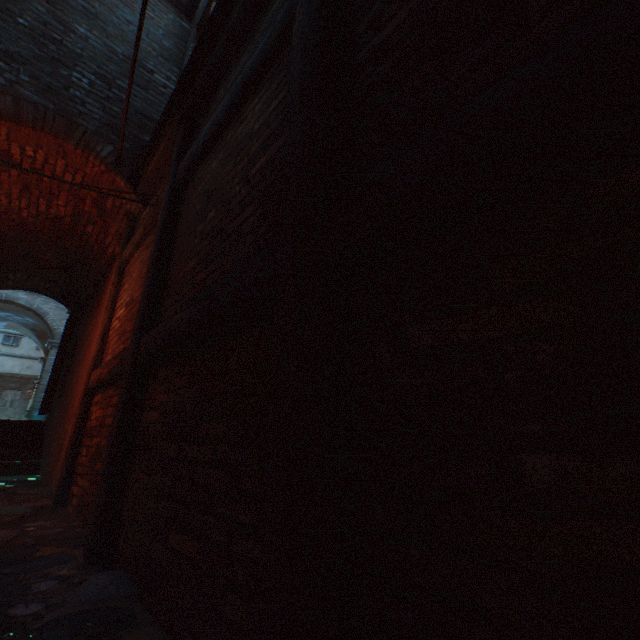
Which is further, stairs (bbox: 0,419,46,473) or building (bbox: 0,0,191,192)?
stairs (bbox: 0,419,46,473)

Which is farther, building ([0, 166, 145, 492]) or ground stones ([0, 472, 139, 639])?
building ([0, 166, 145, 492])

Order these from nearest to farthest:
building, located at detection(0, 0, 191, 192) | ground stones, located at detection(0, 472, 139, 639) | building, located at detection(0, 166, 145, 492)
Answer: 1. ground stones, located at detection(0, 472, 139, 639)
2. building, located at detection(0, 0, 191, 192)
3. building, located at detection(0, 166, 145, 492)

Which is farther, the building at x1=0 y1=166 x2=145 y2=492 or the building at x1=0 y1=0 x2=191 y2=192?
the building at x1=0 y1=166 x2=145 y2=492

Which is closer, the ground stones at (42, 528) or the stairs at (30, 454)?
the ground stones at (42, 528)

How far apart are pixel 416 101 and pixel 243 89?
1.6m

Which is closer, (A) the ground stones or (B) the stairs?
(A) the ground stones

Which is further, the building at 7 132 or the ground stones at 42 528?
the building at 7 132
